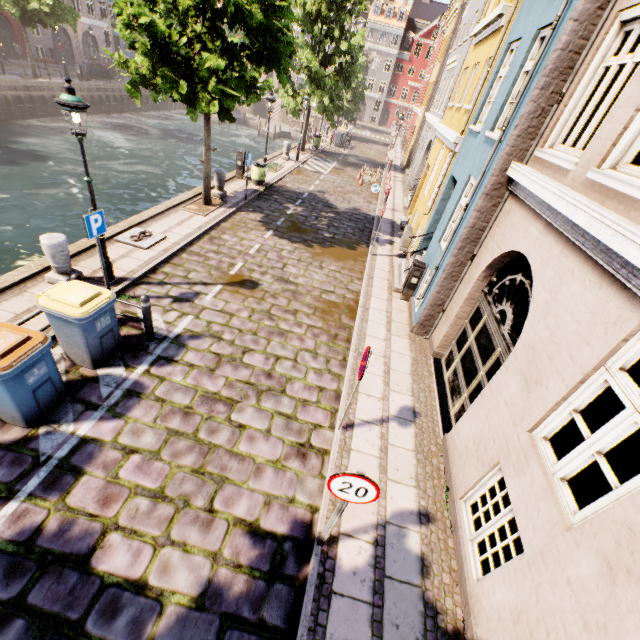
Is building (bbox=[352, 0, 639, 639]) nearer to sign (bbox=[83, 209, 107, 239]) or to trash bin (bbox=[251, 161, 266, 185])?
trash bin (bbox=[251, 161, 266, 185])

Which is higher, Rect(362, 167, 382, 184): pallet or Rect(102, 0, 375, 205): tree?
Rect(102, 0, 375, 205): tree

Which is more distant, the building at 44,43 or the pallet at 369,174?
the building at 44,43

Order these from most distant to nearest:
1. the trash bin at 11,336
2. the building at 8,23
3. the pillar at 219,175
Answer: the building at 8,23, the pillar at 219,175, the trash bin at 11,336

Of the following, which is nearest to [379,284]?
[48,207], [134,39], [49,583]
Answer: [49,583]

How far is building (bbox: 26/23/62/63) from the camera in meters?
32.0 m

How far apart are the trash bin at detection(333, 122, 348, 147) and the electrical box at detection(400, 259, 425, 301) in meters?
27.2 m

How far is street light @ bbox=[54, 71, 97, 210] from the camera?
5.5 meters
